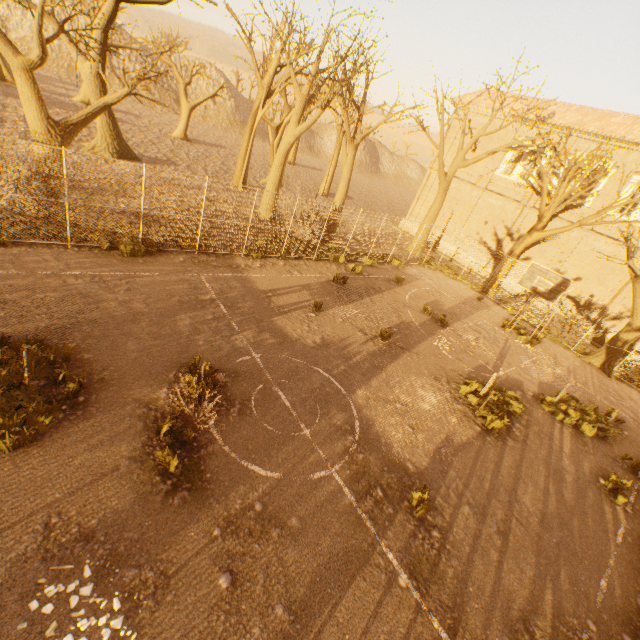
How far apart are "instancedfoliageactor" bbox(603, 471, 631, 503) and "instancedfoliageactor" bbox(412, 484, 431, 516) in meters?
6.8 m

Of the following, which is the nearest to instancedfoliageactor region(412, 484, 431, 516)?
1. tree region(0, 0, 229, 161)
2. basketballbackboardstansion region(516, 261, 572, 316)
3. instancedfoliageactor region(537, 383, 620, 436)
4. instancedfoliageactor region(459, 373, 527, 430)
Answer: instancedfoliageactor region(459, 373, 527, 430)

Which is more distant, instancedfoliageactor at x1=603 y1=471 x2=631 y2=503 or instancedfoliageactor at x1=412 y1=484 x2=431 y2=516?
instancedfoliageactor at x1=603 y1=471 x2=631 y2=503

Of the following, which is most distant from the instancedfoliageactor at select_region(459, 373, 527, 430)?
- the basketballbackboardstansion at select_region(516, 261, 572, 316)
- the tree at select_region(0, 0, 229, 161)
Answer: the tree at select_region(0, 0, 229, 161)

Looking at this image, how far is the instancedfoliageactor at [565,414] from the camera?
11.3 meters

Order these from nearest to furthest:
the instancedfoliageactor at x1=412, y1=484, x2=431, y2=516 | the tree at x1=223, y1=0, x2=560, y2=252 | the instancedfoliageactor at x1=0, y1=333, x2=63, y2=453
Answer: the instancedfoliageactor at x1=0, y1=333, x2=63, y2=453, the instancedfoliageactor at x1=412, y1=484, x2=431, y2=516, the tree at x1=223, y1=0, x2=560, y2=252

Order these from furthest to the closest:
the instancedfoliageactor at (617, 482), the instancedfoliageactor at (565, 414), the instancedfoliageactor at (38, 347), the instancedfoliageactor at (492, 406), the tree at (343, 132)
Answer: the tree at (343, 132), the instancedfoliageactor at (565, 414), the instancedfoliageactor at (492, 406), the instancedfoliageactor at (617, 482), the instancedfoliageactor at (38, 347)

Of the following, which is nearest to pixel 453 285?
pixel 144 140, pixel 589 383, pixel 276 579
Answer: pixel 589 383
